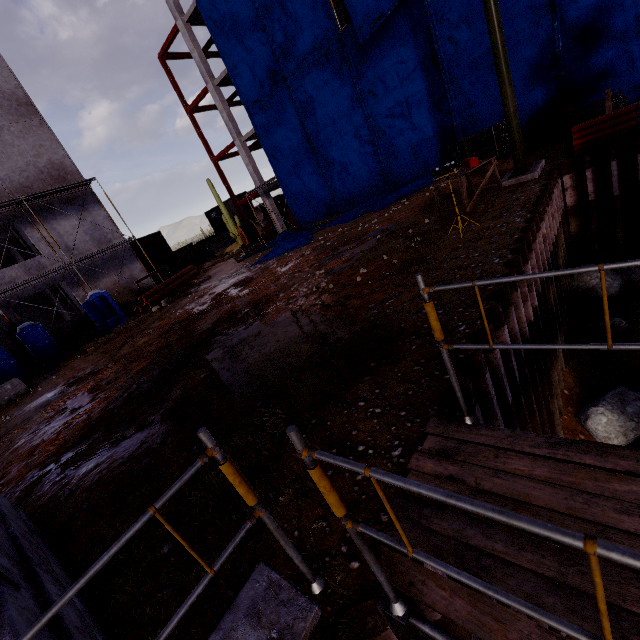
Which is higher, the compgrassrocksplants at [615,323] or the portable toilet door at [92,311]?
the portable toilet door at [92,311]

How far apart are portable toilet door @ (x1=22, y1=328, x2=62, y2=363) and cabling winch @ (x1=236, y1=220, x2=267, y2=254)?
12.7 meters

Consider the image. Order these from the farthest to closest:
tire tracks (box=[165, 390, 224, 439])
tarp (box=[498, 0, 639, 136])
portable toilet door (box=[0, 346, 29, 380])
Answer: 1. portable toilet door (box=[0, 346, 29, 380])
2. tarp (box=[498, 0, 639, 136])
3. tire tracks (box=[165, 390, 224, 439])

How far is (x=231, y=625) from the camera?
2.1 meters

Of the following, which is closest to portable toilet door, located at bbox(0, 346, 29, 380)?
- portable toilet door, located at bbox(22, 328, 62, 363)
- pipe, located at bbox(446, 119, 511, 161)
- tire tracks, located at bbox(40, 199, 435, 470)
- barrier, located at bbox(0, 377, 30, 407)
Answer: portable toilet door, located at bbox(22, 328, 62, 363)

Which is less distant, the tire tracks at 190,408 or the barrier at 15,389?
the tire tracks at 190,408

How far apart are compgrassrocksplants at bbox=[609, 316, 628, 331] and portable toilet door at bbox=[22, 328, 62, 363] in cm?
2299

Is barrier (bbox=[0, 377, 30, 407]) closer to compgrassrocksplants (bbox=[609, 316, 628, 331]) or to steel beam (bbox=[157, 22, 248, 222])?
compgrassrocksplants (bbox=[609, 316, 628, 331])
